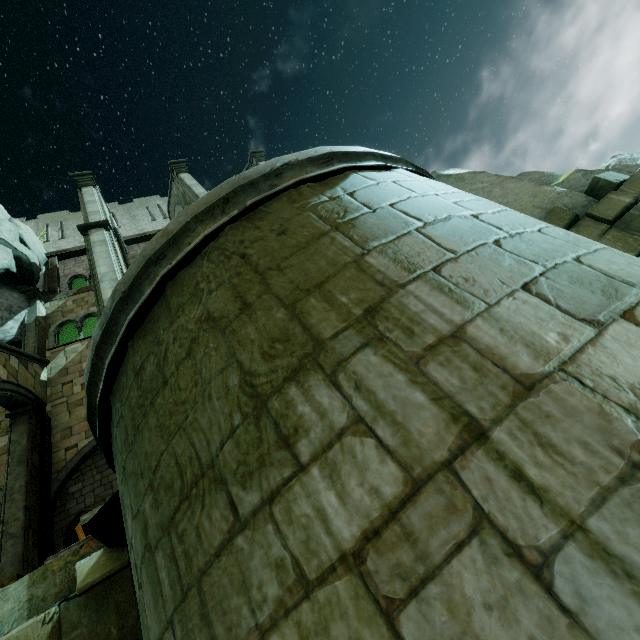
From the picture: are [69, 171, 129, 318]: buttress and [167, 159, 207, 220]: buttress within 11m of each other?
yes

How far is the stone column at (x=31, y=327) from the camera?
13.1m

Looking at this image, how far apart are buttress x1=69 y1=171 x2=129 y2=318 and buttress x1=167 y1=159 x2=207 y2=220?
3.2m

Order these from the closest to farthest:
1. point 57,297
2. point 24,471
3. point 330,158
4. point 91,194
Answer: point 330,158, point 24,471, point 91,194, point 57,297

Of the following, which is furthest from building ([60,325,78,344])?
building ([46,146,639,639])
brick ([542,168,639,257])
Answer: building ([46,146,639,639])

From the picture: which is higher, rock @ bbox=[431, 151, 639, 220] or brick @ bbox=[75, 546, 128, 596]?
rock @ bbox=[431, 151, 639, 220]

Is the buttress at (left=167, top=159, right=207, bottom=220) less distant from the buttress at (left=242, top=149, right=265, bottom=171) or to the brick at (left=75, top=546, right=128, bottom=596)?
the buttress at (left=242, top=149, right=265, bottom=171)

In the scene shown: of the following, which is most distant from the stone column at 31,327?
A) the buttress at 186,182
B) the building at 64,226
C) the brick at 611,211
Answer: the brick at 611,211
